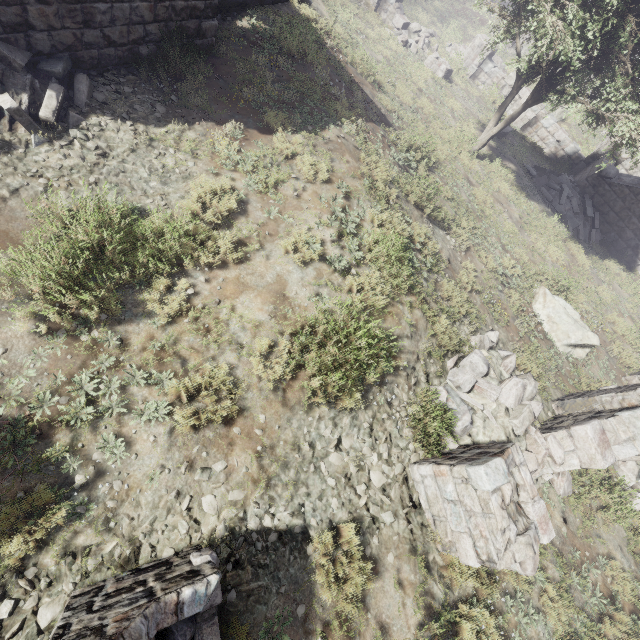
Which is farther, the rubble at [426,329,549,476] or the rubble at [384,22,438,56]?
the rubble at [384,22,438,56]

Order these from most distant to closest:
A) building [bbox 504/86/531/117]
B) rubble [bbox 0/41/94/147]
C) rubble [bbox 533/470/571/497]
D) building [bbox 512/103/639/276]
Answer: building [bbox 504/86/531/117]
building [bbox 512/103/639/276]
rubble [bbox 533/470/571/497]
rubble [bbox 0/41/94/147]

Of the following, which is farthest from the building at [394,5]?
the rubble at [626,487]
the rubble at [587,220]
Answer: the rubble at [626,487]

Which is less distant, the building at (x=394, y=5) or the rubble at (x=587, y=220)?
the rubble at (x=587, y=220)

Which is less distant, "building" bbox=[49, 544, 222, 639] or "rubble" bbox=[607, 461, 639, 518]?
"building" bbox=[49, 544, 222, 639]

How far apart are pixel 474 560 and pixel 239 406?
3.96m

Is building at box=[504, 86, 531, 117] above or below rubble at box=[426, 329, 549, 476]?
below

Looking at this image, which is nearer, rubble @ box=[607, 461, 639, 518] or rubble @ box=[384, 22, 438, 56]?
rubble @ box=[607, 461, 639, 518]
